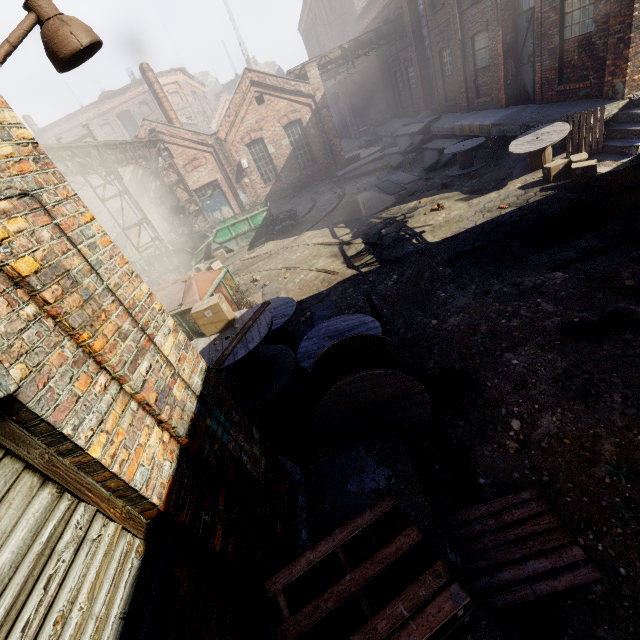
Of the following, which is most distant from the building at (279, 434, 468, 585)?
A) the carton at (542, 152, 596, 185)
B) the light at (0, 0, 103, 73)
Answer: the carton at (542, 152, 596, 185)

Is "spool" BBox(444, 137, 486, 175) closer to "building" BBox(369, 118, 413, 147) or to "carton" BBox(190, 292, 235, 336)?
"building" BBox(369, 118, 413, 147)

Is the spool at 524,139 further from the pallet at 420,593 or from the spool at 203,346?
the pallet at 420,593

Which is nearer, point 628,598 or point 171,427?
point 171,427

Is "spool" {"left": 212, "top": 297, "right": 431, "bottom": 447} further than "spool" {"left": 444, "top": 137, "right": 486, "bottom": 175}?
No

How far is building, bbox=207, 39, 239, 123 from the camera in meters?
43.9 m

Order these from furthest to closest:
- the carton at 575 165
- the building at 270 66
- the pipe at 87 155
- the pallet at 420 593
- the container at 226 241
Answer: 1. the building at 270 66
2. the container at 226 241
3. the pipe at 87 155
4. the carton at 575 165
5. the pallet at 420 593

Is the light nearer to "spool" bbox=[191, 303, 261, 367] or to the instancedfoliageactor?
"spool" bbox=[191, 303, 261, 367]
